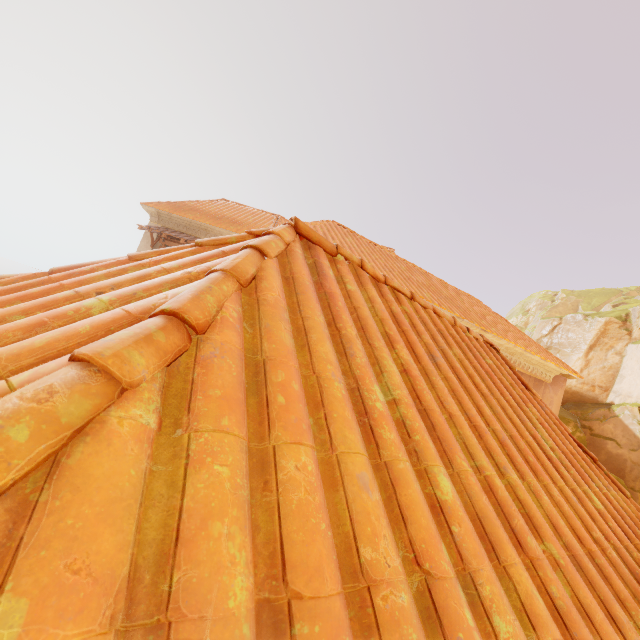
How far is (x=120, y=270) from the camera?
1.8m

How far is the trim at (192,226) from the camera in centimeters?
1451cm

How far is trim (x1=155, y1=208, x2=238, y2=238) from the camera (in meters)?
14.51
